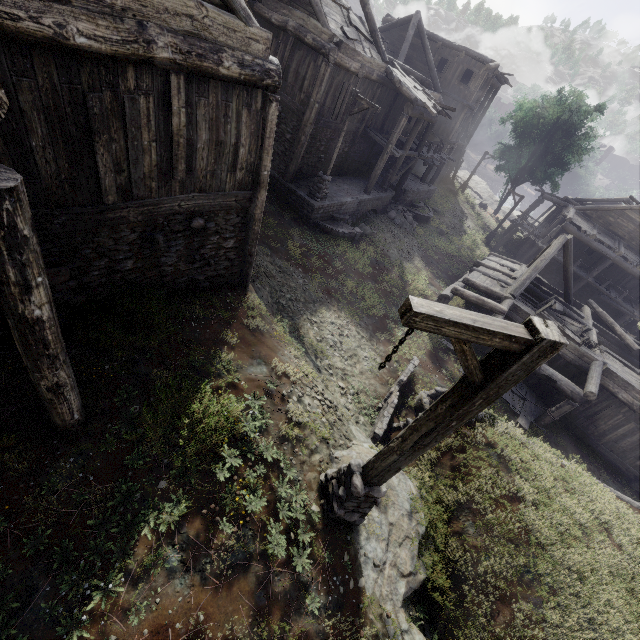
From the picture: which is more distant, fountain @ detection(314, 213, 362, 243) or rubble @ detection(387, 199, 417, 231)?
rubble @ detection(387, 199, 417, 231)

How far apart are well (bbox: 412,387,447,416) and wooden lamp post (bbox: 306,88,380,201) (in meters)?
10.05

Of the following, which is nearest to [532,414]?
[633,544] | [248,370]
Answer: [633,544]

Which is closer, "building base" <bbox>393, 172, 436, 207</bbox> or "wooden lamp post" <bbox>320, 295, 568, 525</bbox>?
"wooden lamp post" <bbox>320, 295, 568, 525</bbox>

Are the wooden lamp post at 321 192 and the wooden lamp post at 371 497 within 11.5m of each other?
no

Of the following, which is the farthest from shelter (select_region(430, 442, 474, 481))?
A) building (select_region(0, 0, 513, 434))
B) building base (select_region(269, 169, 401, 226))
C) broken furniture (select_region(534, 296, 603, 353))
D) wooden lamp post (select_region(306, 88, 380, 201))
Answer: wooden lamp post (select_region(306, 88, 380, 201))

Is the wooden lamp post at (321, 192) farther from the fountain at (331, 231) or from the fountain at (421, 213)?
the fountain at (421, 213)

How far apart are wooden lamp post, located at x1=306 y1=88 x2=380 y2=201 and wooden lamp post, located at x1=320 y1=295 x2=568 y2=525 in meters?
13.0
